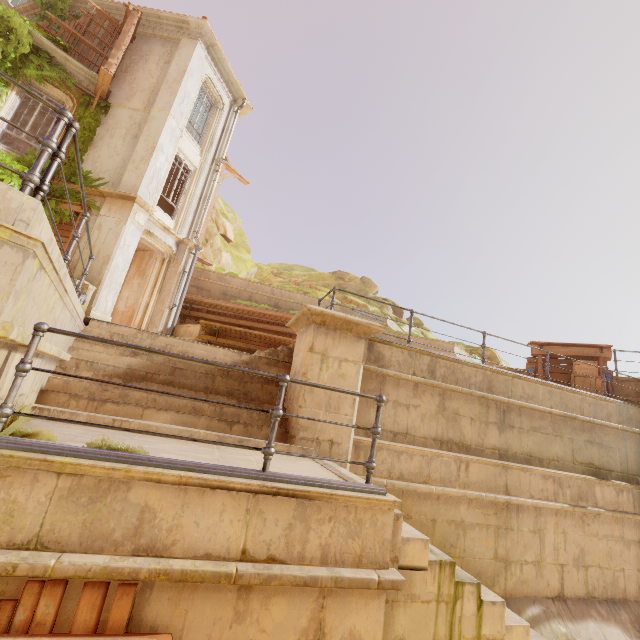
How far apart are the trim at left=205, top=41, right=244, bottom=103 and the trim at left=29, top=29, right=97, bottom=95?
4.21m

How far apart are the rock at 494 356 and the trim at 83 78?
19.5 meters

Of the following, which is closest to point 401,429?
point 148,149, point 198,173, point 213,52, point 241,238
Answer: point 148,149

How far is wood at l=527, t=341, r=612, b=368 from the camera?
10.7m

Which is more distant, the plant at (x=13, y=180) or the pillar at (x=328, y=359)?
the plant at (x=13, y=180)

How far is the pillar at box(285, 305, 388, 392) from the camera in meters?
5.8

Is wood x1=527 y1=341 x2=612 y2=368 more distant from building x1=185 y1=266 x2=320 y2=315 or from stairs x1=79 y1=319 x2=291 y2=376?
stairs x1=79 y1=319 x2=291 y2=376

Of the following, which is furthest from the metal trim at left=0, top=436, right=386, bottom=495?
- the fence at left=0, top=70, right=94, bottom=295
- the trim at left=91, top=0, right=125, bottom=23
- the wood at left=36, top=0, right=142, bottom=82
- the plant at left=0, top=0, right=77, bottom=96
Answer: the trim at left=91, top=0, right=125, bottom=23
